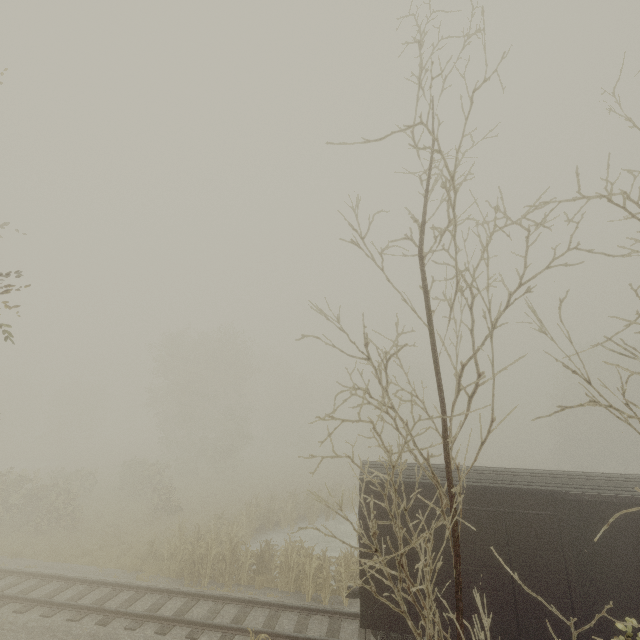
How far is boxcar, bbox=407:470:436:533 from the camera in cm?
912

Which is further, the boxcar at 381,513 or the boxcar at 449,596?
the boxcar at 381,513

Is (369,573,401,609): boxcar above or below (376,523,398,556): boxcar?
below

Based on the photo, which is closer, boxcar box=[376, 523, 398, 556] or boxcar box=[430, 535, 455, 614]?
boxcar box=[430, 535, 455, 614]

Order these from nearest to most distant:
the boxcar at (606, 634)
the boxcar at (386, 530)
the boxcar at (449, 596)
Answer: the boxcar at (606, 634) → the boxcar at (449, 596) → the boxcar at (386, 530)

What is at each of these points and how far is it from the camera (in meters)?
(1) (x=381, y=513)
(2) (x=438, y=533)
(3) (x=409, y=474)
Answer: (1) boxcar, 9.30
(2) boxcar, 8.94
(3) boxcar, 9.84
